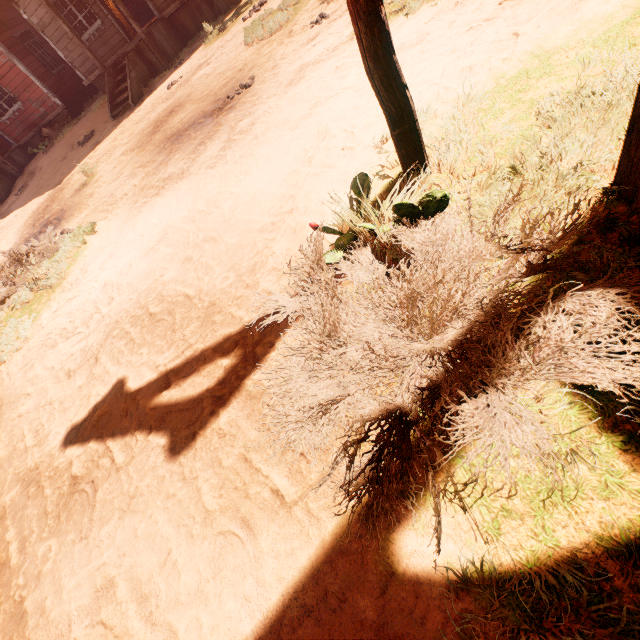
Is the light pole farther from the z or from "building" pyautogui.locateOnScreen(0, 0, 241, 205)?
"building" pyautogui.locateOnScreen(0, 0, 241, 205)

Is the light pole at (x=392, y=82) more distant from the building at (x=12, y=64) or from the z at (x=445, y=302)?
the building at (x=12, y=64)

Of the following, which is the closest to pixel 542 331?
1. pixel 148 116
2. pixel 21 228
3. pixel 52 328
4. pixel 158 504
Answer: pixel 158 504

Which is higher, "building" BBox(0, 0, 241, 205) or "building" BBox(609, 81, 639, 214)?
"building" BBox(0, 0, 241, 205)

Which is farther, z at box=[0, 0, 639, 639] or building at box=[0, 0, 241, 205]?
building at box=[0, 0, 241, 205]

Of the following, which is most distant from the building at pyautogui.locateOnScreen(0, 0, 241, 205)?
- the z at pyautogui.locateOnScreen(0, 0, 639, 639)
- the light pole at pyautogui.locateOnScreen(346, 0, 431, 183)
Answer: the light pole at pyautogui.locateOnScreen(346, 0, 431, 183)
